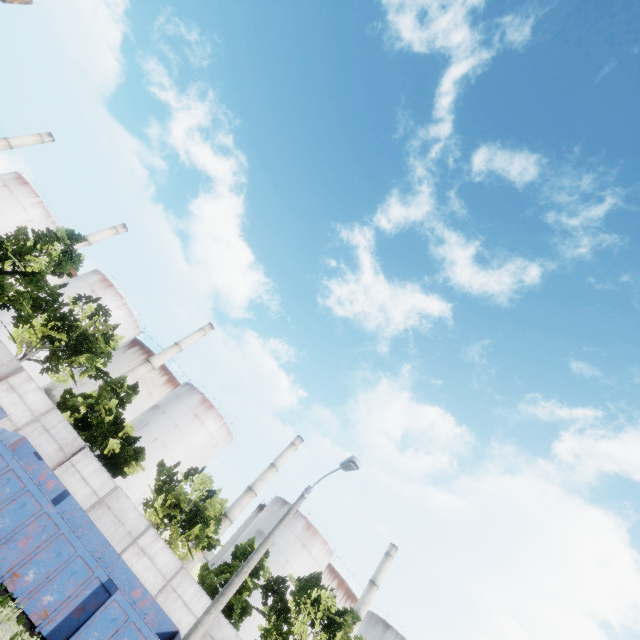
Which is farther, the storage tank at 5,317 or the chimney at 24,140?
the chimney at 24,140

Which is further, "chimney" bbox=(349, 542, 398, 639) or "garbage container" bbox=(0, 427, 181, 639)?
"chimney" bbox=(349, 542, 398, 639)

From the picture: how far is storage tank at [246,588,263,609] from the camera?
42.2m

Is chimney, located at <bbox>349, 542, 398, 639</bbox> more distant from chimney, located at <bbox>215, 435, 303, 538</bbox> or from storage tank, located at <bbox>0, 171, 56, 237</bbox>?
storage tank, located at <bbox>0, 171, 56, 237</bbox>

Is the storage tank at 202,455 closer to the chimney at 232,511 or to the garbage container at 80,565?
the chimney at 232,511

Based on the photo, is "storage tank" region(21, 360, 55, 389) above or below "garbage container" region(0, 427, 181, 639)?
above

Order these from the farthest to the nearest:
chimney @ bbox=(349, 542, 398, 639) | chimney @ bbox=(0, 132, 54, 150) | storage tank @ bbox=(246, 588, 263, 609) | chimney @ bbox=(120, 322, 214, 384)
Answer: chimney @ bbox=(0, 132, 54, 150), chimney @ bbox=(349, 542, 398, 639), chimney @ bbox=(120, 322, 214, 384), storage tank @ bbox=(246, 588, 263, 609)

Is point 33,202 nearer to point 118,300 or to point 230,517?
point 118,300
